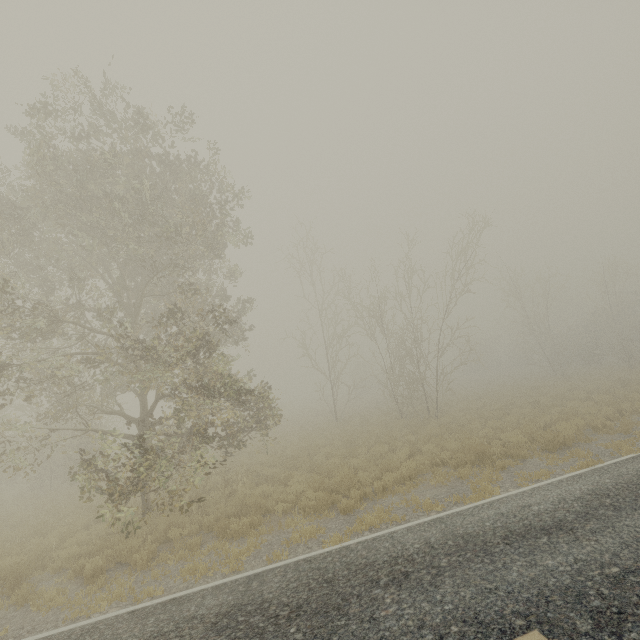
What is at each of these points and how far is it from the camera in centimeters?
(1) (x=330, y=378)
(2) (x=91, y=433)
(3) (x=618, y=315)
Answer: (1) tree, 2570cm
(2) tree, 1886cm
(3) tree, 2778cm

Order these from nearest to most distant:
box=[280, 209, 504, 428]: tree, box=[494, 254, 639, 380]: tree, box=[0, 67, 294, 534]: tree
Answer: box=[0, 67, 294, 534]: tree → box=[280, 209, 504, 428]: tree → box=[494, 254, 639, 380]: tree

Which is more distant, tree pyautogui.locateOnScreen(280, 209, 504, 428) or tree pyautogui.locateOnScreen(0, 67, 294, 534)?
tree pyautogui.locateOnScreen(280, 209, 504, 428)

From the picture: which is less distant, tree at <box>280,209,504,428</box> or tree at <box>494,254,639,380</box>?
tree at <box>280,209,504,428</box>

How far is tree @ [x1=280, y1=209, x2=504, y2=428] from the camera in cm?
1986

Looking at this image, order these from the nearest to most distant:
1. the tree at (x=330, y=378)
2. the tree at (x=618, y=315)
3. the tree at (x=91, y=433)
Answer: the tree at (x=91, y=433)
the tree at (x=330, y=378)
the tree at (x=618, y=315)

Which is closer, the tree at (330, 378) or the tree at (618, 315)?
the tree at (330, 378)
